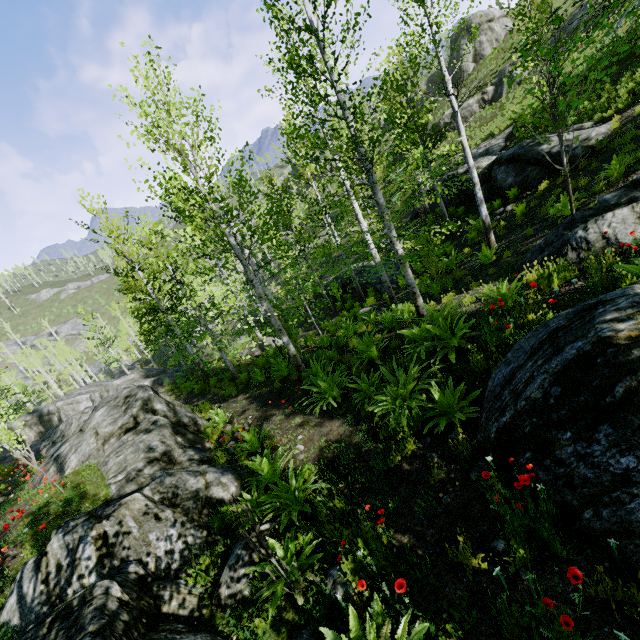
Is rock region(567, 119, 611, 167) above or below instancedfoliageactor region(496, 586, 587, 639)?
above

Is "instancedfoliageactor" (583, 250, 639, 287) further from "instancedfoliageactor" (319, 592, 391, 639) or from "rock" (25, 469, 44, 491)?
"instancedfoliageactor" (319, 592, 391, 639)

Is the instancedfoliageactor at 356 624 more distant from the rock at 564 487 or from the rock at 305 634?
the rock at 564 487

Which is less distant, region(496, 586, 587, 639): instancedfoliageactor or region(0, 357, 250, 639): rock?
region(496, 586, 587, 639): instancedfoliageactor

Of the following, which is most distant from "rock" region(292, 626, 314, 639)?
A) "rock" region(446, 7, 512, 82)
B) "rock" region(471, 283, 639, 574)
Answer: "rock" region(446, 7, 512, 82)

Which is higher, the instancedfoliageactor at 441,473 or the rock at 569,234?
the rock at 569,234

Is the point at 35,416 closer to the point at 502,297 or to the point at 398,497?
the point at 398,497

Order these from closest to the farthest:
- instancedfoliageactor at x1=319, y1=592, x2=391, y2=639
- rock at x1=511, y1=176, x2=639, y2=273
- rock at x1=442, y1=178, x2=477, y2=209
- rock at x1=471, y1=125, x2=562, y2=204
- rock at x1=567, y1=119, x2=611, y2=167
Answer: instancedfoliageactor at x1=319, y1=592, x2=391, y2=639, rock at x1=511, y1=176, x2=639, y2=273, rock at x1=567, y1=119, x2=611, y2=167, rock at x1=471, y1=125, x2=562, y2=204, rock at x1=442, y1=178, x2=477, y2=209
